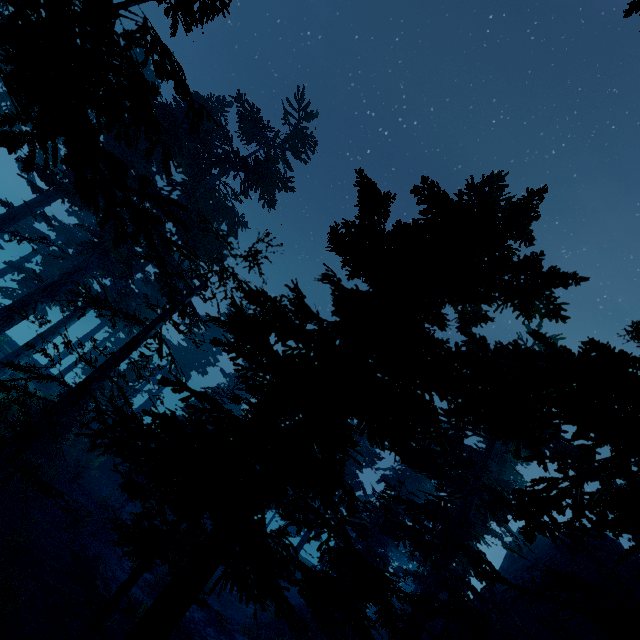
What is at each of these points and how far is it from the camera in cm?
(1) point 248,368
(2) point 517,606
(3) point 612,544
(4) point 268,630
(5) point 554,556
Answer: (1) instancedfoliageactor, 790
(2) rock, 2108
(3) rock, 2370
(4) rock, 1959
(5) rock, 2405

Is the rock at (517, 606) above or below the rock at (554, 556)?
below

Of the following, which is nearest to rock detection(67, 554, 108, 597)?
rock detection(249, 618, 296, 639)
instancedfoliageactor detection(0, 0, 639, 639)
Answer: instancedfoliageactor detection(0, 0, 639, 639)

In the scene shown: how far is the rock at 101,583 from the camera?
13.8 meters

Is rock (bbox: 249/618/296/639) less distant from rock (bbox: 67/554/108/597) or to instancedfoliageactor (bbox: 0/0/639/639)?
instancedfoliageactor (bbox: 0/0/639/639)

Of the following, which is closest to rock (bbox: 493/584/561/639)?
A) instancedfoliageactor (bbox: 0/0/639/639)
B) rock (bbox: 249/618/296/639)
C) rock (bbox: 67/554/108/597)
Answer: instancedfoliageactor (bbox: 0/0/639/639)

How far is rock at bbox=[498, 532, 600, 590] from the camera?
22.8m

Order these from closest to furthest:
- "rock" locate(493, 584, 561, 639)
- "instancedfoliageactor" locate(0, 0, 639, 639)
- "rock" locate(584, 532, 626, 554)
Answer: "instancedfoliageactor" locate(0, 0, 639, 639) < "rock" locate(493, 584, 561, 639) < "rock" locate(584, 532, 626, 554)
